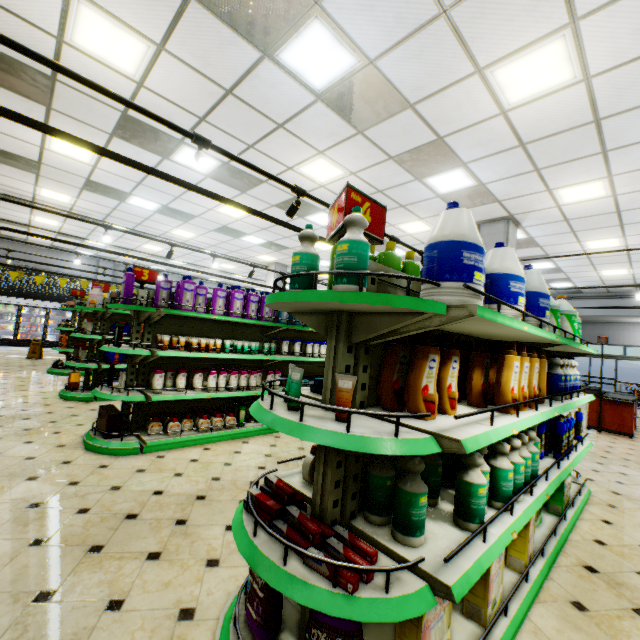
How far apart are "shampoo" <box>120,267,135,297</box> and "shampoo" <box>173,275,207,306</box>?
0.59m

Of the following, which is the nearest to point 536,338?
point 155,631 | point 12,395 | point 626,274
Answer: point 155,631

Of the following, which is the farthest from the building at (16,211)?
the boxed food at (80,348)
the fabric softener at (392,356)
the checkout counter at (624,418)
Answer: the fabric softener at (392,356)

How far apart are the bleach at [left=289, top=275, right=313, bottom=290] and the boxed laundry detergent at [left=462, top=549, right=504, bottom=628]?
1.8 meters

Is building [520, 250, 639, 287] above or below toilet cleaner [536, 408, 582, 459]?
above

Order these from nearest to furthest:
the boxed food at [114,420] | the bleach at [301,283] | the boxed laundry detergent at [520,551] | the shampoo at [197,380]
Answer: the bleach at [301,283] → the boxed laundry detergent at [520,551] → the boxed food at [114,420] → the shampoo at [197,380]

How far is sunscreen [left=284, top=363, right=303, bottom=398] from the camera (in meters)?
1.61

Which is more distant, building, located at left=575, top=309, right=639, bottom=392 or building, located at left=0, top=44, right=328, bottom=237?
building, located at left=575, top=309, right=639, bottom=392
